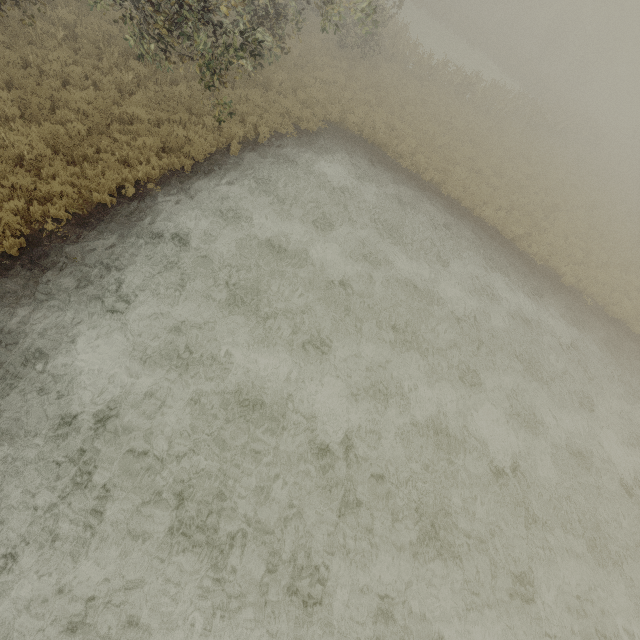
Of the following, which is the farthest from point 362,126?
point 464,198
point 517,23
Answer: point 517,23
